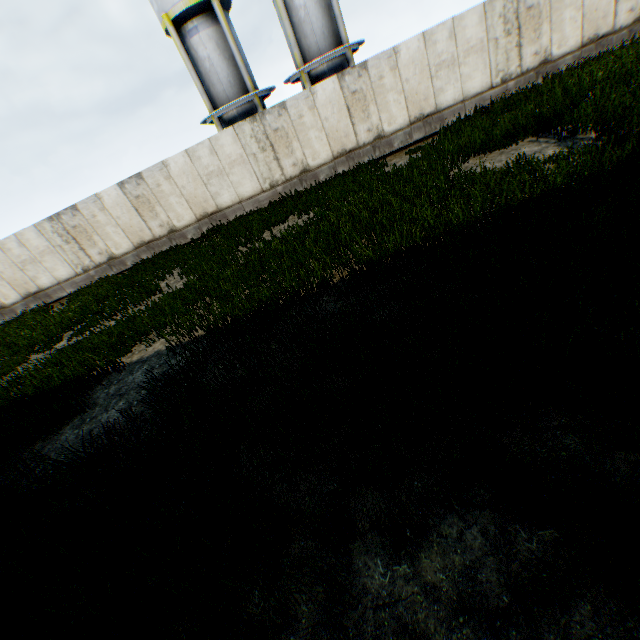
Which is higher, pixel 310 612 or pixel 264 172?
pixel 264 172
